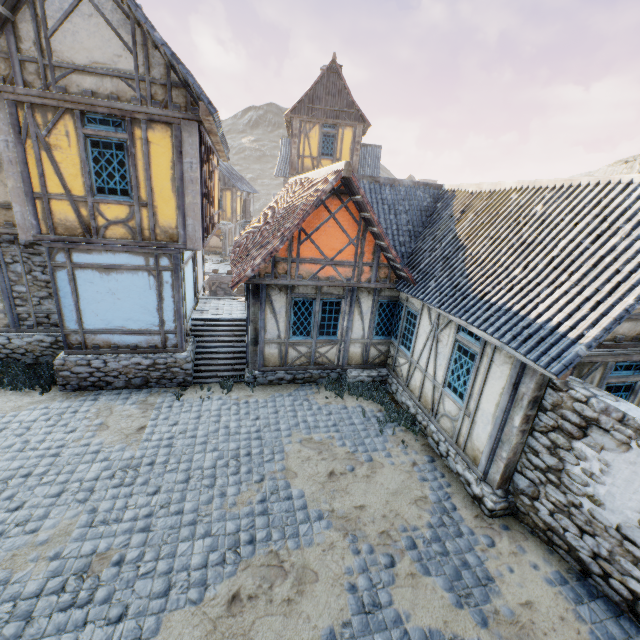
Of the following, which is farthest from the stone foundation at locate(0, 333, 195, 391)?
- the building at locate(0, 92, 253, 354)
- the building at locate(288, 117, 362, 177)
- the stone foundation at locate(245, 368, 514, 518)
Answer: the building at locate(288, 117, 362, 177)

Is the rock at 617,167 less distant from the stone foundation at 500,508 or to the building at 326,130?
the stone foundation at 500,508

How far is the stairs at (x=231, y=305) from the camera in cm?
998

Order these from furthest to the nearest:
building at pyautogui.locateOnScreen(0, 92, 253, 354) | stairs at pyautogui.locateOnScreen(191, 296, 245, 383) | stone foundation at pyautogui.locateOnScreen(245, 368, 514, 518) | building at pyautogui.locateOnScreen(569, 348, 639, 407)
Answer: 1. stairs at pyautogui.locateOnScreen(191, 296, 245, 383)
2. building at pyautogui.locateOnScreen(0, 92, 253, 354)
3. stone foundation at pyautogui.locateOnScreen(245, 368, 514, 518)
4. building at pyautogui.locateOnScreen(569, 348, 639, 407)

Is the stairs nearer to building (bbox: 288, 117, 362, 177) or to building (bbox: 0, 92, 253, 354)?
building (bbox: 0, 92, 253, 354)

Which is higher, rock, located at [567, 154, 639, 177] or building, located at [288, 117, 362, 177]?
rock, located at [567, 154, 639, 177]

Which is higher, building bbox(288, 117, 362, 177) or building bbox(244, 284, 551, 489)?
building bbox(288, 117, 362, 177)

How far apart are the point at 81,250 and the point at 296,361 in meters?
6.4
